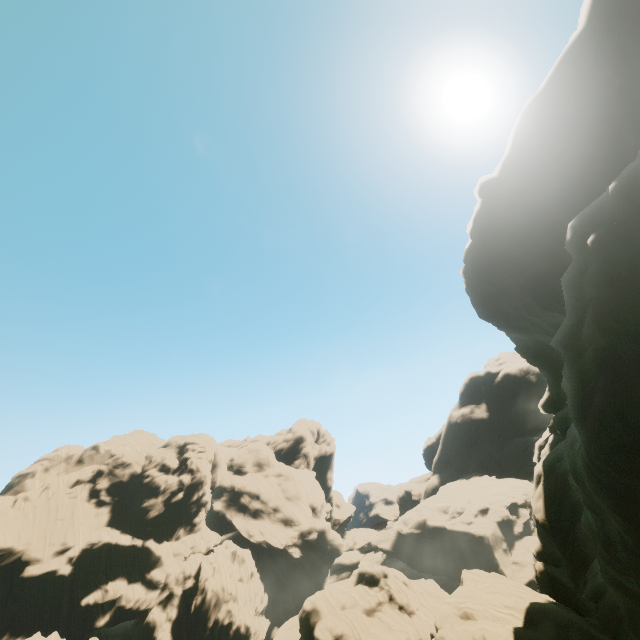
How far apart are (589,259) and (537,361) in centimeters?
3602cm
